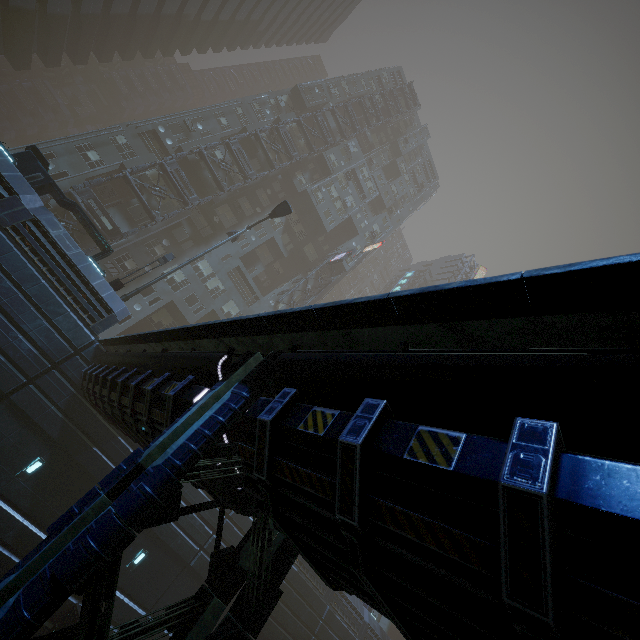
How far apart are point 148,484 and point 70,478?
14.2 meters

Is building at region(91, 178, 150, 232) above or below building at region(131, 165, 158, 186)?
below

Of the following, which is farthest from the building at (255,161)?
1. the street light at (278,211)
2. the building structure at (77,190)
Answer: the street light at (278,211)

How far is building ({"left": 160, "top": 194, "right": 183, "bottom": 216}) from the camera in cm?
2966

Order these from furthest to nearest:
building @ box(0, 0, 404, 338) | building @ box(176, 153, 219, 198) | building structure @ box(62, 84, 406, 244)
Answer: building @ box(176, 153, 219, 198), building structure @ box(62, 84, 406, 244), building @ box(0, 0, 404, 338)

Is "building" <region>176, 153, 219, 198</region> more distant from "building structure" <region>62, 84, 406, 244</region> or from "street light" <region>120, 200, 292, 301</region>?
"street light" <region>120, 200, 292, 301</region>

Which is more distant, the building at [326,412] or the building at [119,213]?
the building at [119,213]
